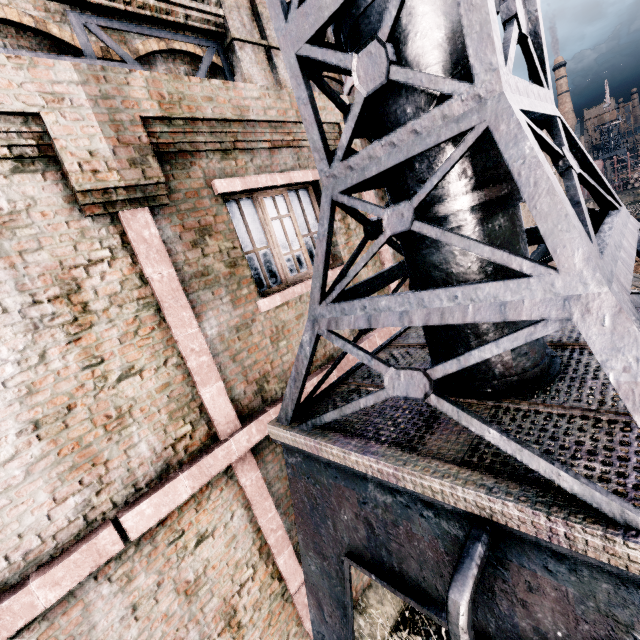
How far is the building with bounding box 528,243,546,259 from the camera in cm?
2938

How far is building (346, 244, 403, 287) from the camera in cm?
637

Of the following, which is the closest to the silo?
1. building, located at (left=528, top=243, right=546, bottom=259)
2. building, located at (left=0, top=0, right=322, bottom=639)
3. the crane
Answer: building, located at (left=0, top=0, right=322, bottom=639)

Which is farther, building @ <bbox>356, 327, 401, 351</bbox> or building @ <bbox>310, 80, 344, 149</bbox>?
building @ <bbox>356, 327, 401, 351</bbox>

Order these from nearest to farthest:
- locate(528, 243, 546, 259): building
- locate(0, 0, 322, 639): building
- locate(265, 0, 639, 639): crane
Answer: locate(265, 0, 639, 639): crane, locate(0, 0, 322, 639): building, locate(528, 243, 546, 259): building

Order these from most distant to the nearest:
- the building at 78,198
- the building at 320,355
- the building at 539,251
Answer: the building at 539,251 < the building at 320,355 < the building at 78,198

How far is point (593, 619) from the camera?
1.46m

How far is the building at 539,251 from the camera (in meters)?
29.38
